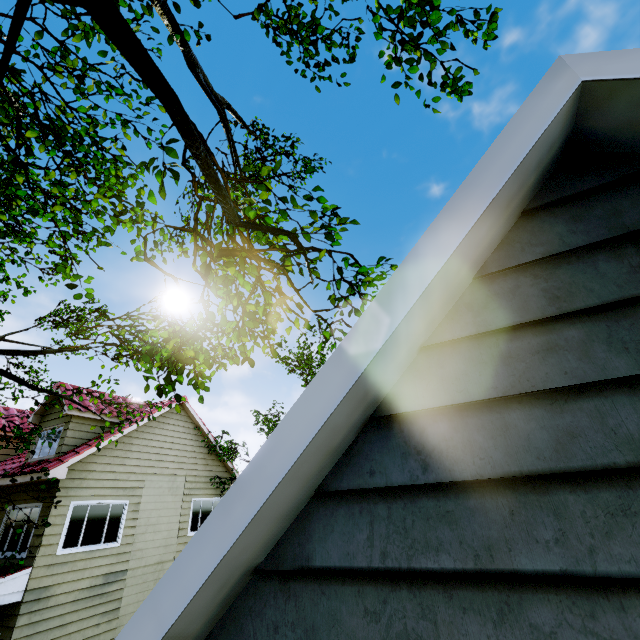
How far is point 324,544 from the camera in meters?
1.2 m

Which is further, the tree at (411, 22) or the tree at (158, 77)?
the tree at (411, 22)

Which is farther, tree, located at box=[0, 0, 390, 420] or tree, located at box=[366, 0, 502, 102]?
tree, located at box=[366, 0, 502, 102]
